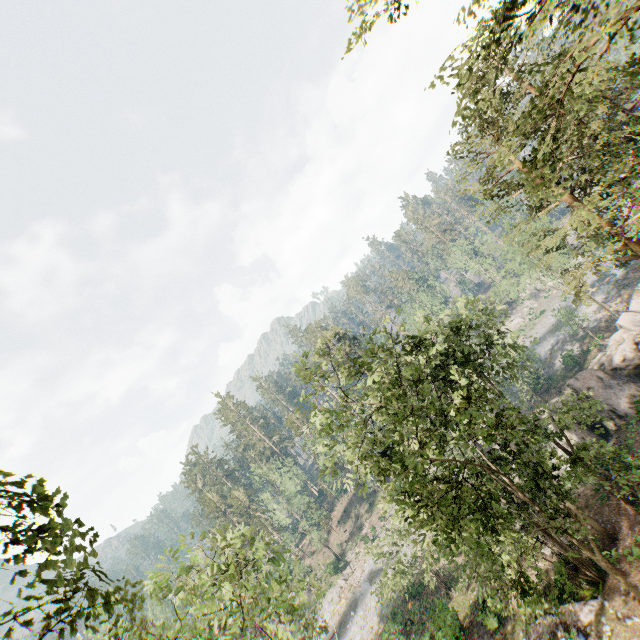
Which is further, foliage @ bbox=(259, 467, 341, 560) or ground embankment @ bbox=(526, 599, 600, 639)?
foliage @ bbox=(259, 467, 341, 560)

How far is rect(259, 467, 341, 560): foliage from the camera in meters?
56.0

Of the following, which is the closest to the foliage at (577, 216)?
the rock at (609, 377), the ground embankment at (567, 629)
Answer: the ground embankment at (567, 629)

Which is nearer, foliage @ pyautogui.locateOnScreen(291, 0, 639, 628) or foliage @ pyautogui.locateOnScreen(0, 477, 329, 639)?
foliage @ pyautogui.locateOnScreen(0, 477, 329, 639)

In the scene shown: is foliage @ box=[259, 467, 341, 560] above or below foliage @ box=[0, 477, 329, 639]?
below

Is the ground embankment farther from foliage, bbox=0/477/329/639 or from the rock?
the rock

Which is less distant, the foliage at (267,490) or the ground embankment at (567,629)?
the ground embankment at (567,629)

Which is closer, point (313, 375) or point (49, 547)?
point (49, 547)
